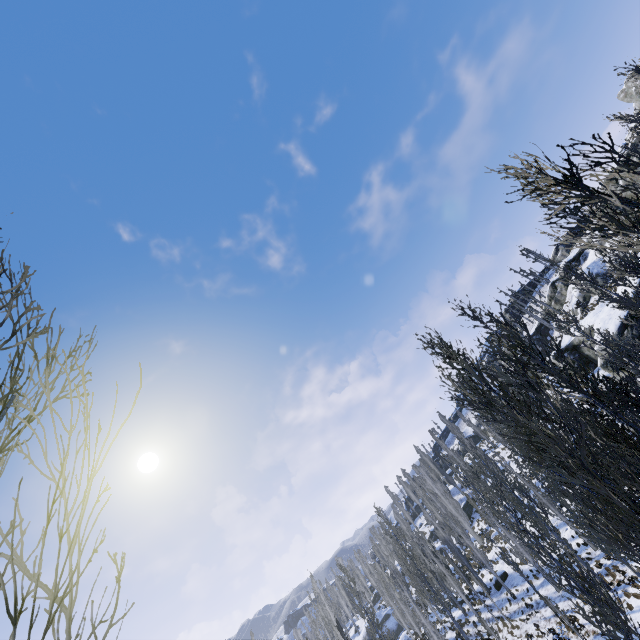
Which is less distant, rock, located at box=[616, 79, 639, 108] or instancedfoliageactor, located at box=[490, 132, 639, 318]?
instancedfoliageactor, located at box=[490, 132, 639, 318]

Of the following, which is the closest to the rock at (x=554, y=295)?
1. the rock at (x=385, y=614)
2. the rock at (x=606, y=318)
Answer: the rock at (x=606, y=318)

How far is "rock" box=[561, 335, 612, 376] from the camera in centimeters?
2620cm

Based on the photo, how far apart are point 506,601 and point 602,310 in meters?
26.9 m

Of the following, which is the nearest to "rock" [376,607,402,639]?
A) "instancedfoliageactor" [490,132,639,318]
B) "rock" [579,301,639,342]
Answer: "instancedfoliageactor" [490,132,639,318]

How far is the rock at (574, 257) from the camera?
51.1m

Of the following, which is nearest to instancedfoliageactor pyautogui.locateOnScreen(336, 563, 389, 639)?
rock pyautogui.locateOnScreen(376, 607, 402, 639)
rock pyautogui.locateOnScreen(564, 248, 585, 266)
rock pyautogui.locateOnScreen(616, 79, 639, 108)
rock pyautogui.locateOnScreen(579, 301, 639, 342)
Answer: rock pyautogui.locateOnScreen(376, 607, 402, 639)

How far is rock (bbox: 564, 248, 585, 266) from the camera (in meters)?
51.06
